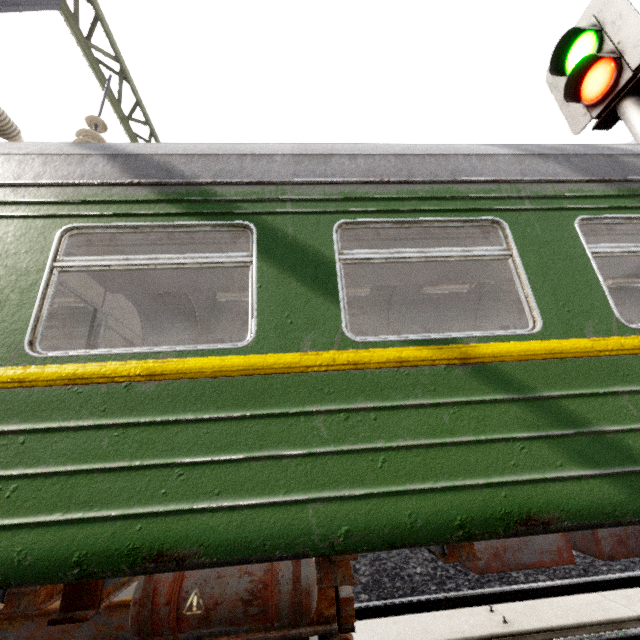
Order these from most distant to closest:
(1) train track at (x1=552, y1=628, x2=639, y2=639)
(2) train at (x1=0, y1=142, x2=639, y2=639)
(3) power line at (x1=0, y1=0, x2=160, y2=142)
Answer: (3) power line at (x1=0, y1=0, x2=160, y2=142), (1) train track at (x1=552, y1=628, x2=639, y2=639), (2) train at (x1=0, y1=142, x2=639, y2=639)

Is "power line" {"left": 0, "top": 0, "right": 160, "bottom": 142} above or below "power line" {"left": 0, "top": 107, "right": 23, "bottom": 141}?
above

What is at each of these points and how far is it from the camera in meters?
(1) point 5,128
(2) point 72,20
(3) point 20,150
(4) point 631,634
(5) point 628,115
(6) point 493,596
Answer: (1) power line, 3.6 m
(2) power line, 4.8 m
(3) train, 2.5 m
(4) train track, 2.7 m
(5) traffic signal, 3.2 m
(6) train track, 3.6 m

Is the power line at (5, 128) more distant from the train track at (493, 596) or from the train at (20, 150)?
the train track at (493, 596)

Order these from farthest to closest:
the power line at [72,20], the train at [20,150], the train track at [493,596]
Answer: the power line at [72,20] < the train track at [493,596] < the train at [20,150]

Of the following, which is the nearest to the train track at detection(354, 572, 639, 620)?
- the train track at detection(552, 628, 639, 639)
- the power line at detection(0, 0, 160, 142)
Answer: the train track at detection(552, 628, 639, 639)

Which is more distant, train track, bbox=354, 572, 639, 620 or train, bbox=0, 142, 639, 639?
train track, bbox=354, 572, 639, 620
